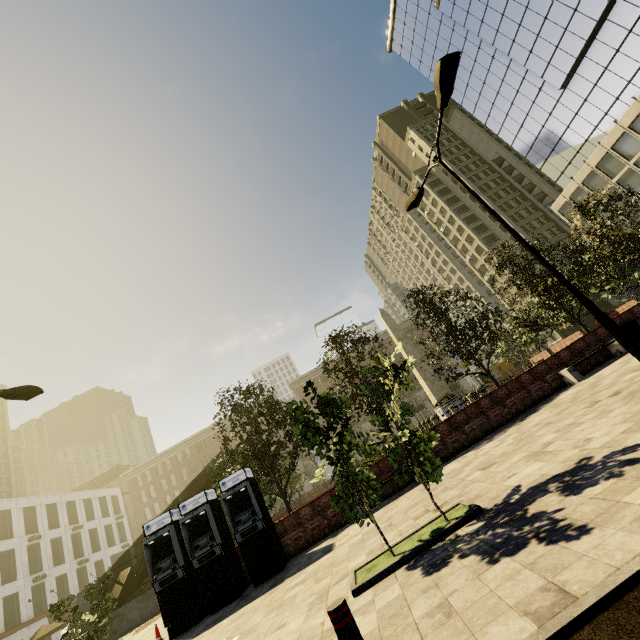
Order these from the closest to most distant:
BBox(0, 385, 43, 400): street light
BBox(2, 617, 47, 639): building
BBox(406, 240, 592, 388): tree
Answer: BBox(0, 385, 43, 400): street light, BBox(406, 240, 592, 388): tree, BBox(2, 617, 47, 639): building

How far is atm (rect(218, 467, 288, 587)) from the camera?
10.09m

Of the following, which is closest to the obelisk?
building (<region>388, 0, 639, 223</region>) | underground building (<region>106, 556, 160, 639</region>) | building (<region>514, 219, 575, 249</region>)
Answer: underground building (<region>106, 556, 160, 639</region>)

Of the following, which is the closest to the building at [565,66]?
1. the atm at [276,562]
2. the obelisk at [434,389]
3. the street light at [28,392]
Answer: the street light at [28,392]

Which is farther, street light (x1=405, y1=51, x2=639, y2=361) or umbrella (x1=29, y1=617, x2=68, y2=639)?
umbrella (x1=29, y1=617, x2=68, y2=639)

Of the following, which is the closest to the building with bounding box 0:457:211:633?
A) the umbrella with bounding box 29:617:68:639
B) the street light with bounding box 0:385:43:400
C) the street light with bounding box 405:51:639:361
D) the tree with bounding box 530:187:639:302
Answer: the umbrella with bounding box 29:617:68:639

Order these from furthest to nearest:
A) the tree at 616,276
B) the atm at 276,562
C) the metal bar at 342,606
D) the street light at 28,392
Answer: the tree at 616,276, the atm at 276,562, the street light at 28,392, the metal bar at 342,606

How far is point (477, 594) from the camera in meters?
3.3 m
